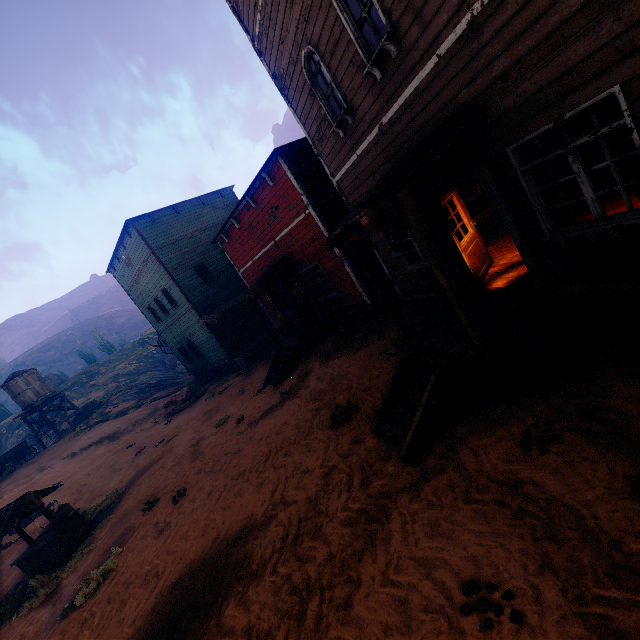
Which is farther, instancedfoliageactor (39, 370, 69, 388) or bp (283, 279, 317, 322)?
instancedfoliageactor (39, 370, 69, 388)

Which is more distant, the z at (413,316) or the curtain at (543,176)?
the z at (413,316)

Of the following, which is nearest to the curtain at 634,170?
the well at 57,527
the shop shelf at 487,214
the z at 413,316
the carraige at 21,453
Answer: the z at 413,316

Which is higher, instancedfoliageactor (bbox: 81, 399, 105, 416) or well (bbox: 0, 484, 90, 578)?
instancedfoliageactor (bbox: 81, 399, 105, 416)

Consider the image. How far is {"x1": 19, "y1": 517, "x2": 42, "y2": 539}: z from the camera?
14.6 meters

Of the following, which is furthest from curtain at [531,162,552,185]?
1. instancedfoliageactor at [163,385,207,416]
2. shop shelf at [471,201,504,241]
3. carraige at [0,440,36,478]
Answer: carraige at [0,440,36,478]

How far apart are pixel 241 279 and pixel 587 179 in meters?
20.7 m

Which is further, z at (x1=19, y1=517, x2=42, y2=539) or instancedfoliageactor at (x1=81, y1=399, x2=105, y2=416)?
instancedfoliageactor at (x1=81, y1=399, x2=105, y2=416)
